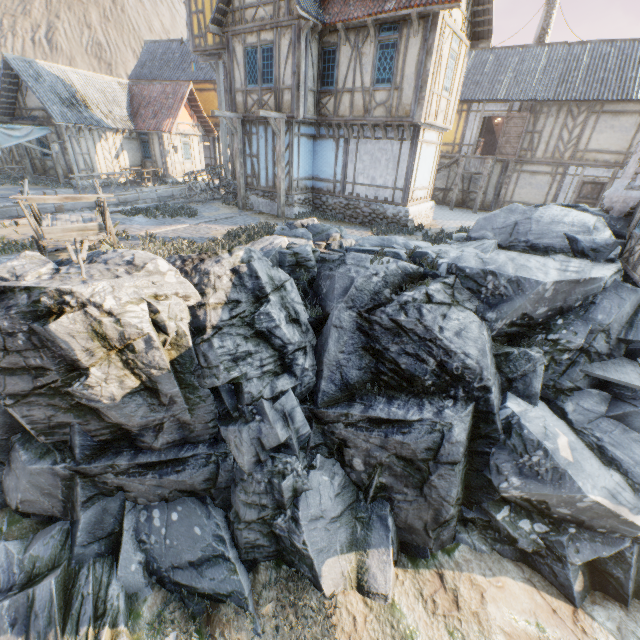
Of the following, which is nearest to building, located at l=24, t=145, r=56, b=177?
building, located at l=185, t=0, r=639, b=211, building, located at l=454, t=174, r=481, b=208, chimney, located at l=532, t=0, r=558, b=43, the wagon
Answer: building, located at l=185, t=0, r=639, b=211

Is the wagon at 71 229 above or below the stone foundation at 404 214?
above

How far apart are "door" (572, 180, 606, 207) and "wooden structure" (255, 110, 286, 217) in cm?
1642

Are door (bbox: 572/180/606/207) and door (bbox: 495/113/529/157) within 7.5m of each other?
yes

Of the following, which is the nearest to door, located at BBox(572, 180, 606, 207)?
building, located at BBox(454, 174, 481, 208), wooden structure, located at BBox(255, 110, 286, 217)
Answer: building, located at BBox(454, 174, 481, 208)

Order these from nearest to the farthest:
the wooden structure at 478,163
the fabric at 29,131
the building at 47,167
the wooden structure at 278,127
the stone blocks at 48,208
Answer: the wooden structure at 278,127
the stone blocks at 48,208
the fabric at 29,131
the wooden structure at 478,163
the building at 47,167

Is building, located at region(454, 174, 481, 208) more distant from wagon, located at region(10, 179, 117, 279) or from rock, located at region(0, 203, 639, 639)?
wagon, located at region(10, 179, 117, 279)

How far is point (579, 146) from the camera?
17.2m
